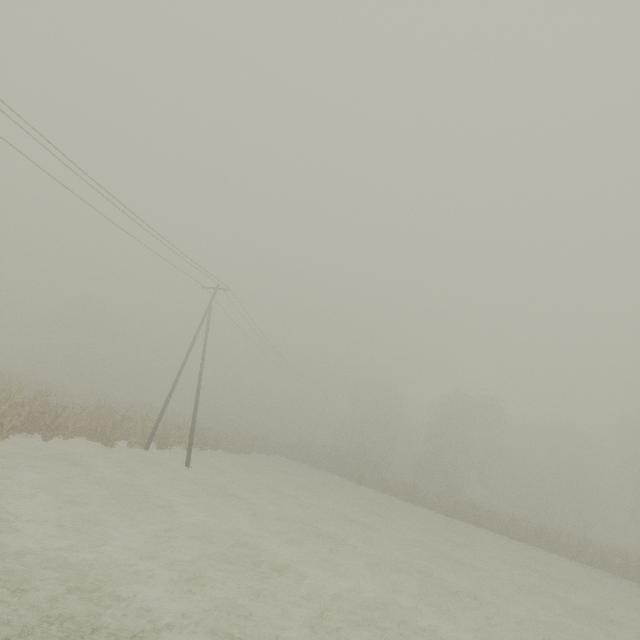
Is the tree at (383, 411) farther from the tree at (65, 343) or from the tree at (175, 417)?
the tree at (65, 343)

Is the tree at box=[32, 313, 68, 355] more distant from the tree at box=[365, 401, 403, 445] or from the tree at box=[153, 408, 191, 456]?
the tree at box=[365, 401, 403, 445]

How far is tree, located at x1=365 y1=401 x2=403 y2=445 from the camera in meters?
56.6 m

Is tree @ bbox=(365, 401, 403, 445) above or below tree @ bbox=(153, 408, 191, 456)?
above

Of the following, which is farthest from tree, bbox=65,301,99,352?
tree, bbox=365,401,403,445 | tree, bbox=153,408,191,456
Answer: tree, bbox=365,401,403,445

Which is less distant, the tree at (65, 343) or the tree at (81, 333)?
the tree at (65, 343)

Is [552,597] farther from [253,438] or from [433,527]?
[253,438]

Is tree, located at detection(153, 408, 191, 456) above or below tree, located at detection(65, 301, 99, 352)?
below
